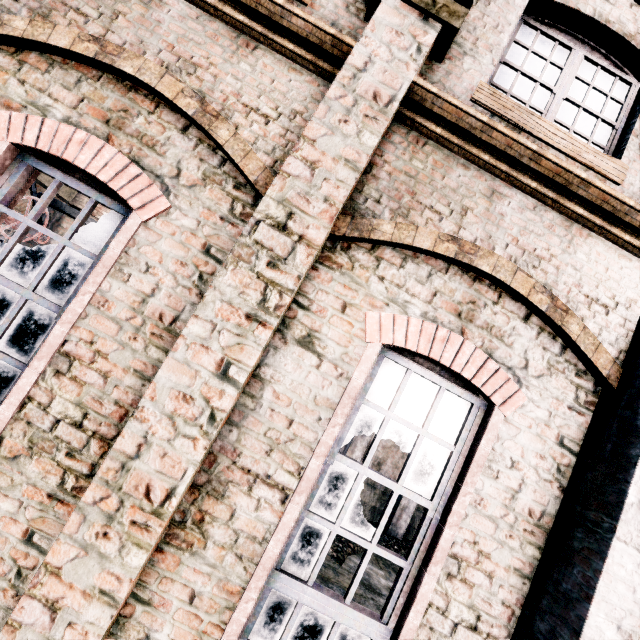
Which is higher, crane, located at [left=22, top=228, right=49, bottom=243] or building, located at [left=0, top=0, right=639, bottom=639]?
crane, located at [left=22, top=228, right=49, bottom=243]

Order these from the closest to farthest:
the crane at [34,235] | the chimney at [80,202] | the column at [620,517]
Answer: the column at [620,517] < the crane at [34,235] < the chimney at [80,202]

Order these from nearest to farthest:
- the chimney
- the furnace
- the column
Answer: the column, the furnace, the chimney

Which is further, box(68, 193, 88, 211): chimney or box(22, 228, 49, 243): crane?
box(68, 193, 88, 211): chimney

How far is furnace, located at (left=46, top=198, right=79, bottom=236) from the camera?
16.4 meters

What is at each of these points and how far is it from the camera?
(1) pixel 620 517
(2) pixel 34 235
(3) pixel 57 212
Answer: (1) column, 3.0 meters
(2) crane, 15.5 meters
(3) furnace, 16.6 meters

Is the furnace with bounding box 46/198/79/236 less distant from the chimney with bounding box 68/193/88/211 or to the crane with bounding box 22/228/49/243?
the crane with bounding box 22/228/49/243

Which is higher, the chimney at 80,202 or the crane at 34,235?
the chimney at 80,202
